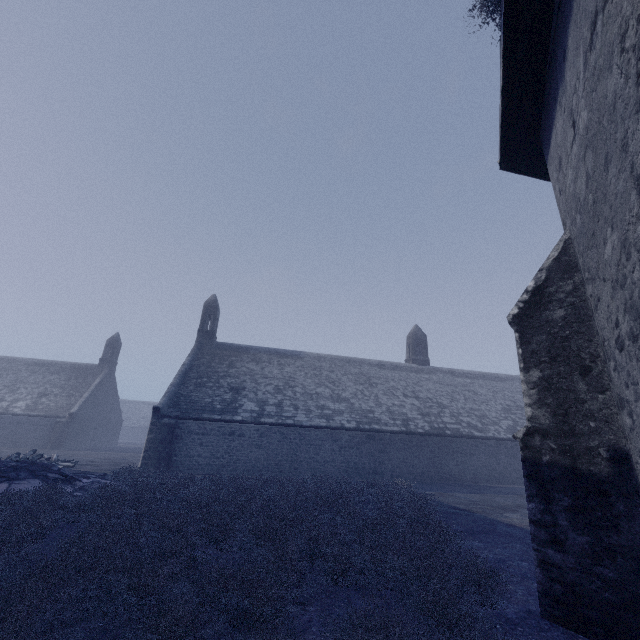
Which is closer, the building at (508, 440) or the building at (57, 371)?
the building at (508, 440)

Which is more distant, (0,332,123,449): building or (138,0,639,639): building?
(0,332,123,449): building

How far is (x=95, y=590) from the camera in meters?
3.2 m
